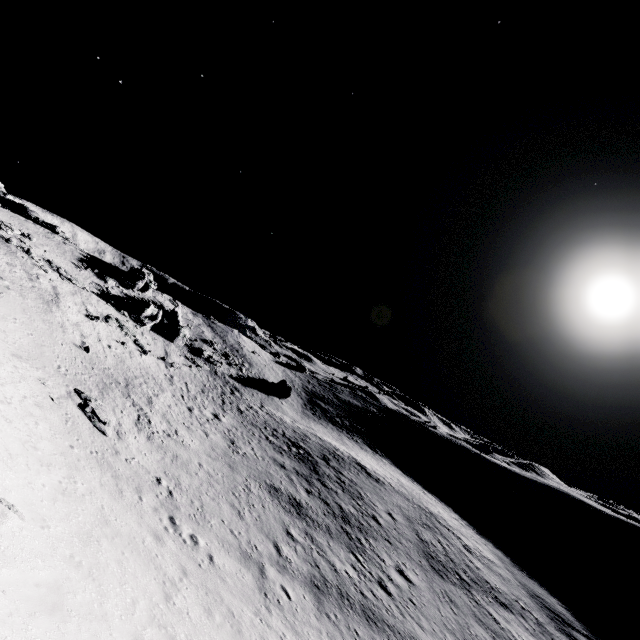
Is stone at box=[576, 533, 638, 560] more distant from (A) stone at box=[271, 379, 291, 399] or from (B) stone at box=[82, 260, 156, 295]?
(B) stone at box=[82, 260, 156, 295]

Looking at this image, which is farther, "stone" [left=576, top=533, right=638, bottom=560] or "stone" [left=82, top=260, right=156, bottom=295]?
"stone" [left=576, top=533, right=638, bottom=560]

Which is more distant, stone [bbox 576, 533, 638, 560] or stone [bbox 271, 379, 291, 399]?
stone [bbox 271, 379, 291, 399]

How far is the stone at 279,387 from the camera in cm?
5400

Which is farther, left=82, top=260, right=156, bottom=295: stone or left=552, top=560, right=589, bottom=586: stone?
left=82, top=260, right=156, bottom=295: stone

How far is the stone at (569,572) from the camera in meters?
33.8

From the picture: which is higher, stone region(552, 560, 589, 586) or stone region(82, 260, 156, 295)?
stone region(82, 260, 156, 295)

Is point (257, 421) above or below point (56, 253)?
below
